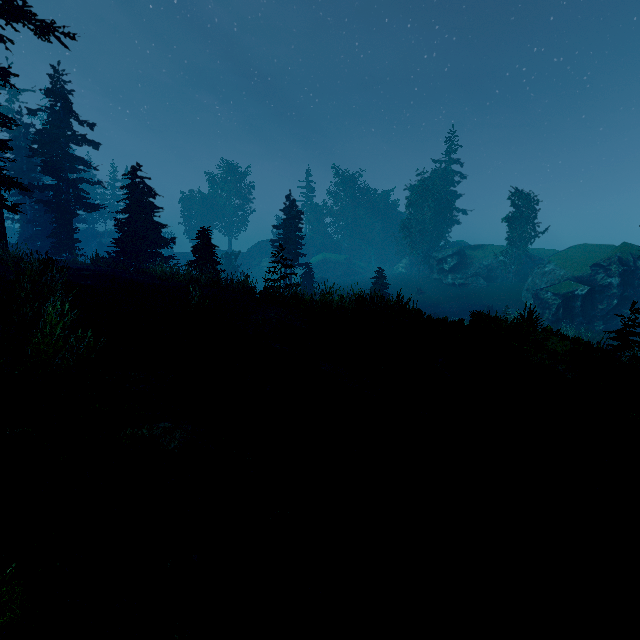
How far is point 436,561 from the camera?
3.86m

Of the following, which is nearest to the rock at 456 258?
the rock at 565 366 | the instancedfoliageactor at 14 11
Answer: the instancedfoliageactor at 14 11

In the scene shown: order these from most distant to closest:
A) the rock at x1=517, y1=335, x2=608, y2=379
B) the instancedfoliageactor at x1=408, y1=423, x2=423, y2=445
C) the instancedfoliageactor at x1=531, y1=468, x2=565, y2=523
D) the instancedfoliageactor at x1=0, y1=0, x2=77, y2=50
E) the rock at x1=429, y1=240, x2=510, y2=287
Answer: the rock at x1=429, y1=240, x2=510, y2=287
the instancedfoliageactor at x1=0, y1=0, x2=77, y2=50
the rock at x1=517, y1=335, x2=608, y2=379
the instancedfoliageactor at x1=408, y1=423, x2=423, y2=445
the instancedfoliageactor at x1=531, y1=468, x2=565, y2=523

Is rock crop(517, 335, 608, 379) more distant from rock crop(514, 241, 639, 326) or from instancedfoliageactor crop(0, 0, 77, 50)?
rock crop(514, 241, 639, 326)

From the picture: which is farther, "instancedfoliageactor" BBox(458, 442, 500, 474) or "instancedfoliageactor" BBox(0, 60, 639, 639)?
"instancedfoliageactor" BBox(458, 442, 500, 474)
